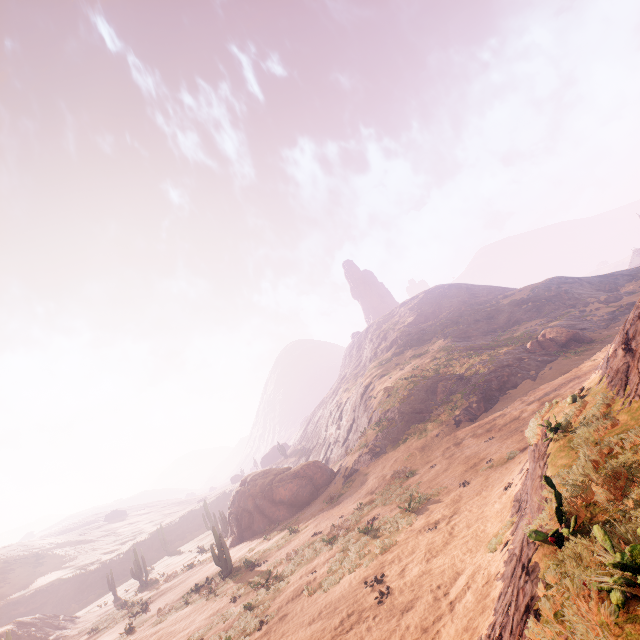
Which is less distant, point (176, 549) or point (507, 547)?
point (507, 547)

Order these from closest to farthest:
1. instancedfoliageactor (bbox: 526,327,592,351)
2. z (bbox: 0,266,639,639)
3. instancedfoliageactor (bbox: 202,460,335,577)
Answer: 1. z (bbox: 0,266,639,639)
2. instancedfoliageactor (bbox: 202,460,335,577)
3. instancedfoliageactor (bbox: 526,327,592,351)

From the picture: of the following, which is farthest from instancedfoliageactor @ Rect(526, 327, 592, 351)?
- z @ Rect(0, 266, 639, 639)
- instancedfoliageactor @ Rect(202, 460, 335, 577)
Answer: instancedfoliageactor @ Rect(202, 460, 335, 577)

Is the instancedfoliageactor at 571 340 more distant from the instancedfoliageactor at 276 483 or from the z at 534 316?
the instancedfoliageactor at 276 483

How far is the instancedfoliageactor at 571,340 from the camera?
32.7m

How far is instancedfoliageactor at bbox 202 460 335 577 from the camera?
28.2 meters
